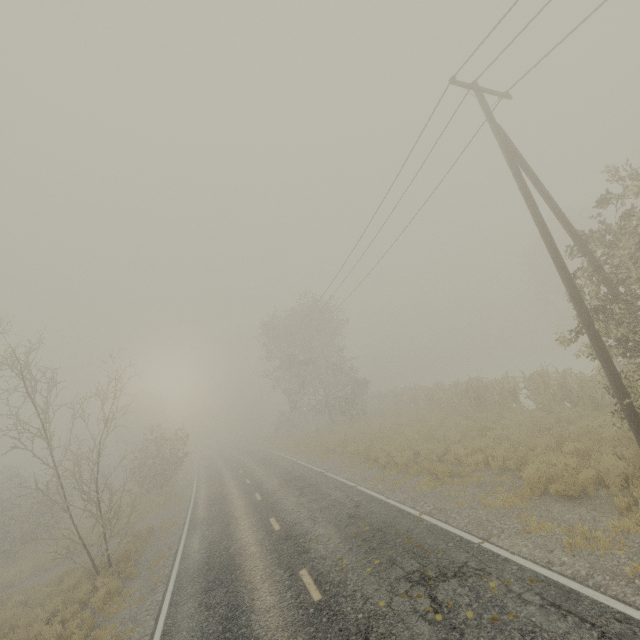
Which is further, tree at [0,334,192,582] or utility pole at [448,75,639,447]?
tree at [0,334,192,582]

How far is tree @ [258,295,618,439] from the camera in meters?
14.7

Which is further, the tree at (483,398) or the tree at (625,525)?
the tree at (483,398)

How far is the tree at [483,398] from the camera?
14.7 meters

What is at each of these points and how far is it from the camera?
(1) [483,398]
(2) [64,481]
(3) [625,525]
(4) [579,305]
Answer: (1) tree, 20.72m
(2) tree, 31.20m
(3) tree, 6.31m
(4) utility pole, 8.78m

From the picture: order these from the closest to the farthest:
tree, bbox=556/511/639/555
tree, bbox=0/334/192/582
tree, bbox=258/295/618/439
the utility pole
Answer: tree, bbox=556/511/639/555
the utility pole
tree, bbox=0/334/192/582
tree, bbox=258/295/618/439
